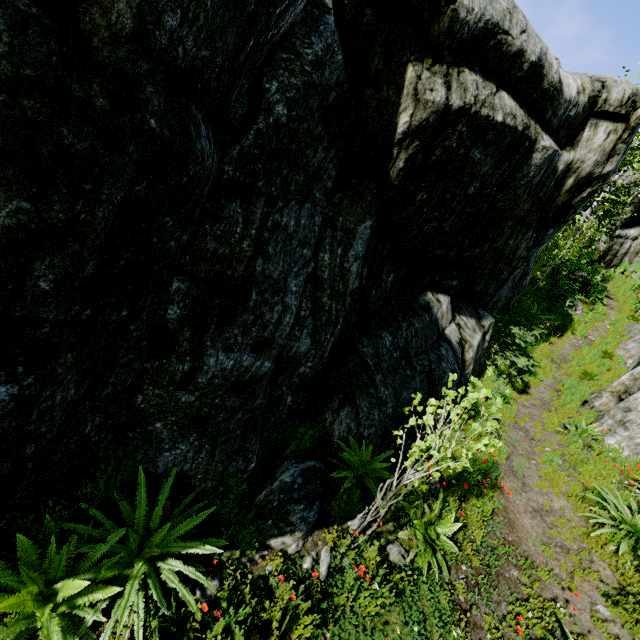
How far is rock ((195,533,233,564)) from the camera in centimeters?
352cm

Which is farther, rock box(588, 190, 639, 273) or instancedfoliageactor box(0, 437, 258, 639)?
rock box(588, 190, 639, 273)

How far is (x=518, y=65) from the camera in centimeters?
474cm

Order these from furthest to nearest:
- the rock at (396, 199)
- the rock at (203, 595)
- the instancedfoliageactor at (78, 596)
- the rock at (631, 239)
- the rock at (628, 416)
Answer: the rock at (631, 239)
the rock at (628, 416)
the rock at (203, 595)
the instancedfoliageactor at (78, 596)
the rock at (396, 199)

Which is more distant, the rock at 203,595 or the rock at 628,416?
the rock at 628,416

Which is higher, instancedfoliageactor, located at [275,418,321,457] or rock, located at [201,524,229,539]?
instancedfoliageactor, located at [275,418,321,457]

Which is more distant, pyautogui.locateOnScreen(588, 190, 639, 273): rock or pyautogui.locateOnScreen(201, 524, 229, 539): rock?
pyautogui.locateOnScreen(588, 190, 639, 273): rock
